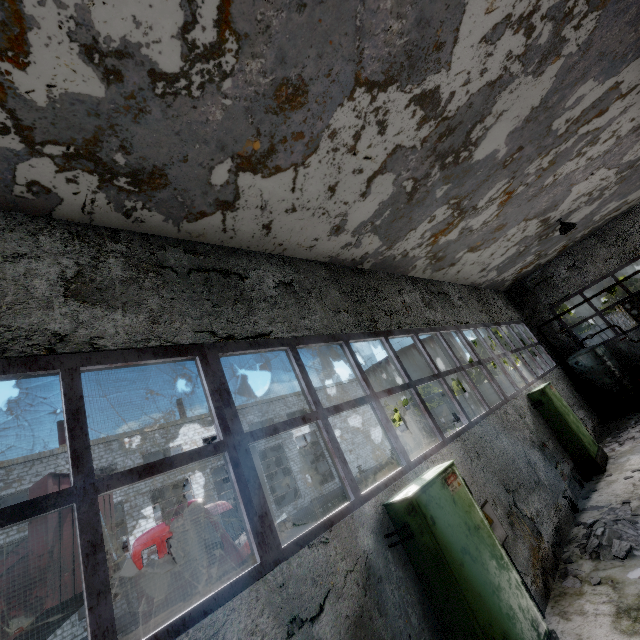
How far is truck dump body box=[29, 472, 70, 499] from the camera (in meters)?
7.46

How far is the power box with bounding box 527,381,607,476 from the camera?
8.76m

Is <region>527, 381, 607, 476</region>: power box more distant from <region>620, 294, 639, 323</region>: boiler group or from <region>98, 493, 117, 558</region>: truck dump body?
<region>98, 493, 117, 558</region>: truck dump body

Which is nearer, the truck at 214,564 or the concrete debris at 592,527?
the concrete debris at 592,527

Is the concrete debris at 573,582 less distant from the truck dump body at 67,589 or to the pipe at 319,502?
the truck dump body at 67,589

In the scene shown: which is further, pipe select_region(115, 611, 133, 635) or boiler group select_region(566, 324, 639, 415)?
pipe select_region(115, 611, 133, 635)

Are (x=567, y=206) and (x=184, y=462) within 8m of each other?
no

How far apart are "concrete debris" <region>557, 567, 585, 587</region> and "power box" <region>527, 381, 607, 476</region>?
4.3m
